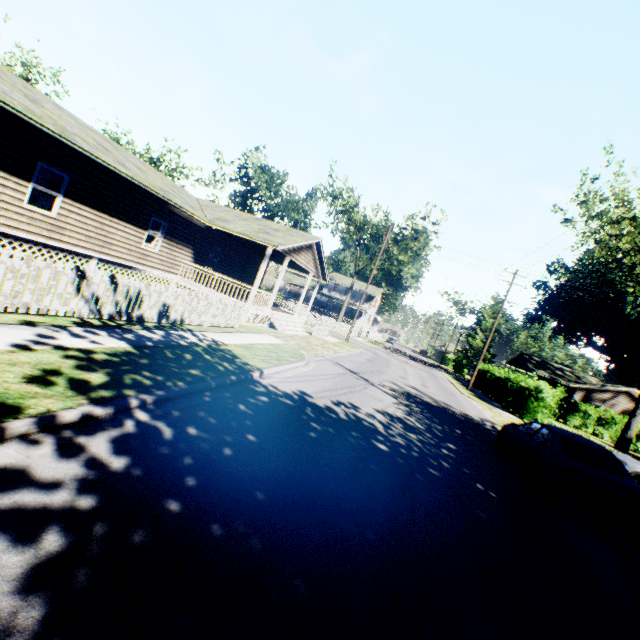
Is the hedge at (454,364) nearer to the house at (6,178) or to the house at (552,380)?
the house at (552,380)

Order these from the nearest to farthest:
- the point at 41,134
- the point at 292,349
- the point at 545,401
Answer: the point at 41,134 → the point at 292,349 → the point at 545,401

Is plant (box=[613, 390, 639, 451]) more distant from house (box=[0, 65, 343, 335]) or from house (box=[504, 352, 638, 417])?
house (box=[0, 65, 343, 335])

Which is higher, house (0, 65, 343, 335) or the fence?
house (0, 65, 343, 335)

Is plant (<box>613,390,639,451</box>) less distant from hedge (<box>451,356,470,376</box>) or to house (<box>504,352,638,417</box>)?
house (<box>504,352,638,417</box>)

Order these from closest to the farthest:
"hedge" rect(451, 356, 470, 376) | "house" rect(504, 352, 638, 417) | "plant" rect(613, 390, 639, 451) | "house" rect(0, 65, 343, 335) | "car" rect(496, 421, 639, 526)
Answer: "car" rect(496, 421, 639, 526) → "house" rect(0, 65, 343, 335) → "plant" rect(613, 390, 639, 451) → "house" rect(504, 352, 638, 417) → "hedge" rect(451, 356, 470, 376)

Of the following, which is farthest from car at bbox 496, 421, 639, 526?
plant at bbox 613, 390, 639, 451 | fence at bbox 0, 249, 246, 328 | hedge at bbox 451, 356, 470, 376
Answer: hedge at bbox 451, 356, 470, 376

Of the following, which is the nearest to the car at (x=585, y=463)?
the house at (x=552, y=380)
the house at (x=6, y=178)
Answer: the house at (x=6, y=178)
